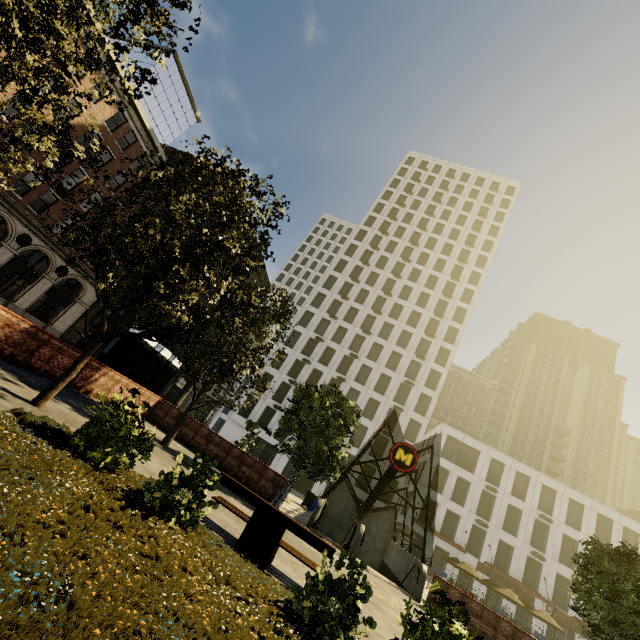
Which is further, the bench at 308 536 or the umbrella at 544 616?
the umbrella at 544 616

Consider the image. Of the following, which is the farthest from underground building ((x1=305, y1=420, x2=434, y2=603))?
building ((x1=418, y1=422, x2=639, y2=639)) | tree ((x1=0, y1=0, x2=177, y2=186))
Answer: building ((x1=418, y1=422, x2=639, y2=639))

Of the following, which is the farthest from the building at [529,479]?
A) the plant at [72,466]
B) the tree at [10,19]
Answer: the plant at [72,466]

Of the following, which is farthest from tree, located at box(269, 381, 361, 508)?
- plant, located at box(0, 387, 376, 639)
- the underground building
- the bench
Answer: the bench

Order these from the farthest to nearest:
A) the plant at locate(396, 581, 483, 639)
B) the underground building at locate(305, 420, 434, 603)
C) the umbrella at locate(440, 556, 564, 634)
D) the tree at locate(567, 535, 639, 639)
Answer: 1. the umbrella at locate(440, 556, 564, 634)
2. the underground building at locate(305, 420, 434, 603)
3. the tree at locate(567, 535, 639, 639)
4. the plant at locate(396, 581, 483, 639)

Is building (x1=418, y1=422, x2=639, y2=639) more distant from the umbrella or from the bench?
the bench

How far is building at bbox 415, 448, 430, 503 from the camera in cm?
3850

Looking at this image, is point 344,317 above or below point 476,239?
below
